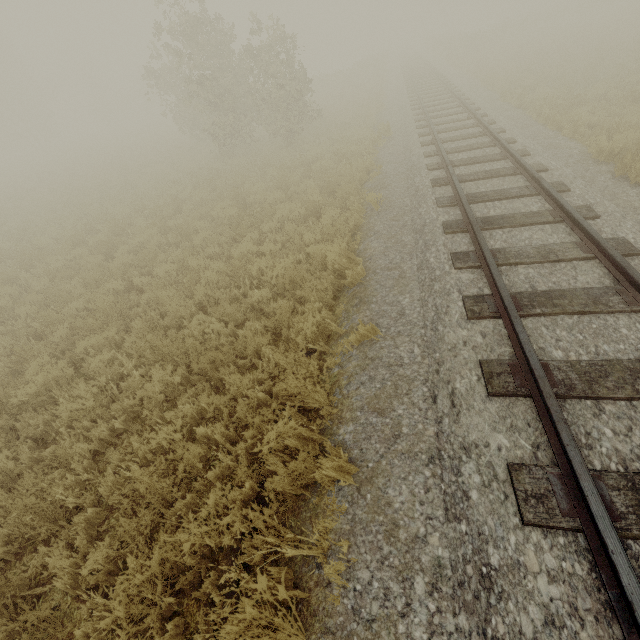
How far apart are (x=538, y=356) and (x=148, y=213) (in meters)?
13.78
